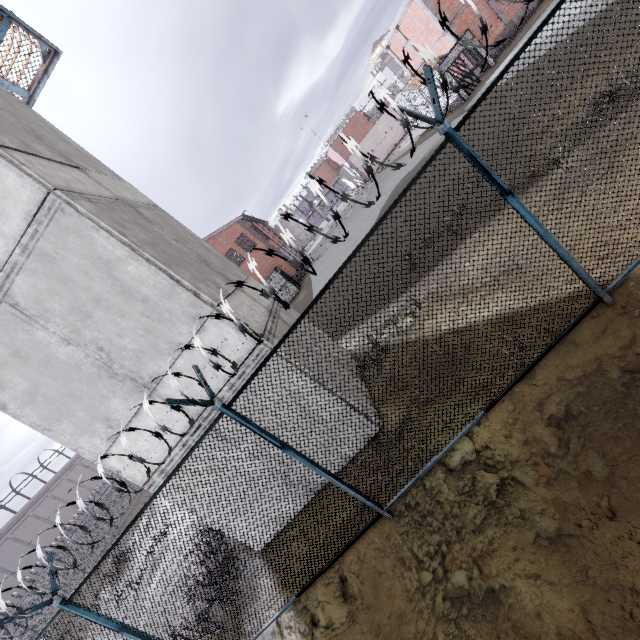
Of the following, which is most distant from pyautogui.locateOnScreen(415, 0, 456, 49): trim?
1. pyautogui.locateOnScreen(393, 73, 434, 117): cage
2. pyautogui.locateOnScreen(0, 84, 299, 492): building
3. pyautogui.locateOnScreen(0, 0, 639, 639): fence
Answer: pyautogui.locateOnScreen(0, 84, 299, 492): building

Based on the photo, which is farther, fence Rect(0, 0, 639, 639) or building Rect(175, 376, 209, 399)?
building Rect(175, 376, 209, 399)

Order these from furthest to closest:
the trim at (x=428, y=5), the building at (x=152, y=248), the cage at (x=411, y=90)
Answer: the cage at (x=411, y=90) < the trim at (x=428, y=5) < the building at (x=152, y=248)

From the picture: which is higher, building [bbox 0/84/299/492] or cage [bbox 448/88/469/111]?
building [bbox 0/84/299/492]

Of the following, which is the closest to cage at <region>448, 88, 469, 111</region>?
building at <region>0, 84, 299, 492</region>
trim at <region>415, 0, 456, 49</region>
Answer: trim at <region>415, 0, 456, 49</region>

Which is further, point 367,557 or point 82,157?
point 82,157

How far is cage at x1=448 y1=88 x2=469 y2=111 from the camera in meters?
21.9

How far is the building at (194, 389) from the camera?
5.9 meters
